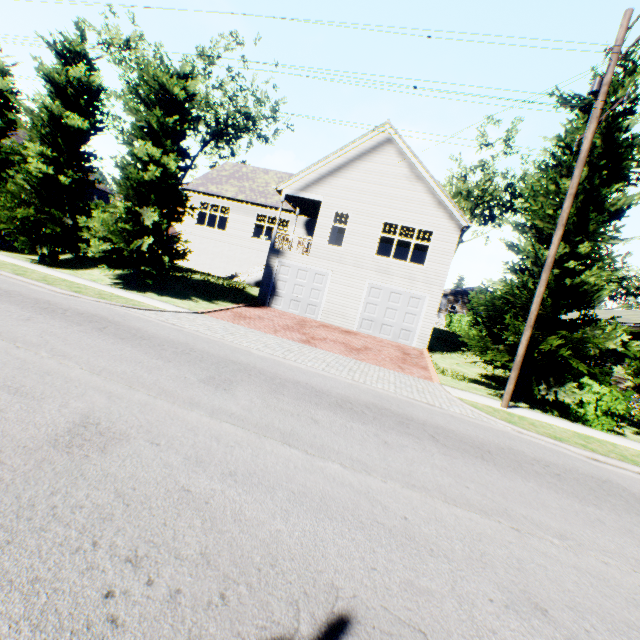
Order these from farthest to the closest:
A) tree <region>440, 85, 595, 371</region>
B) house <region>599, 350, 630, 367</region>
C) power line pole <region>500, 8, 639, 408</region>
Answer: house <region>599, 350, 630, 367</region> → tree <region>440, 85, 595, 371</region> → power line pole <region>500, 8, 639, 408</region>

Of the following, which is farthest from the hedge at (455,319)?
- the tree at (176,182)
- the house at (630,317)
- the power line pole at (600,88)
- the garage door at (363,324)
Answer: the power line pole at (600,88)

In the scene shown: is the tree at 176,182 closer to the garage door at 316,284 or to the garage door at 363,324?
the garage door at 363,324

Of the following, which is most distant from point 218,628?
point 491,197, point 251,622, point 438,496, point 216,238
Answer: point 491,197

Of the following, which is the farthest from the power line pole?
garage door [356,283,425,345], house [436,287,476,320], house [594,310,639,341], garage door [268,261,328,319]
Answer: house [436,287,476,320]

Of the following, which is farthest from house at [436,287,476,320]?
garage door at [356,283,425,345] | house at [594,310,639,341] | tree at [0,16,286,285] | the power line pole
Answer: the power line pole

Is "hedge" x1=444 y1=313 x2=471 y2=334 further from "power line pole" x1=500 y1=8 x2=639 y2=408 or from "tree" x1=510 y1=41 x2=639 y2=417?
"power line pole" x1=500 y1=8 x2=639 y2=408

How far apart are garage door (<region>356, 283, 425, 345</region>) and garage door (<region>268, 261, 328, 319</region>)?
2.2 meters
